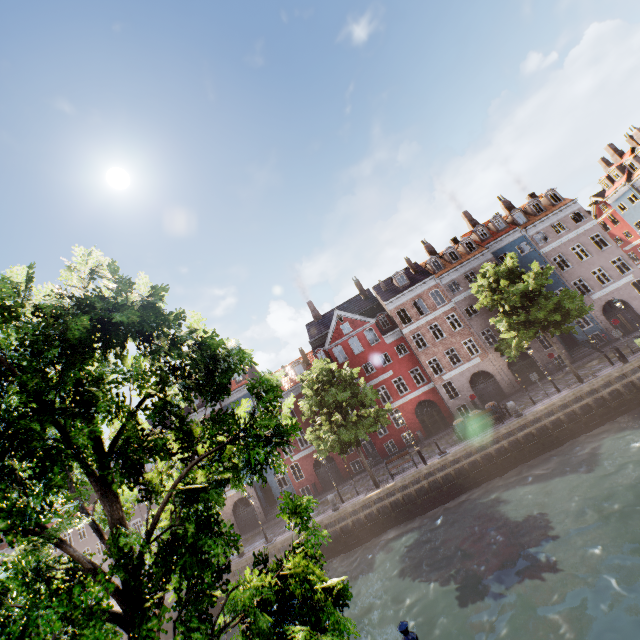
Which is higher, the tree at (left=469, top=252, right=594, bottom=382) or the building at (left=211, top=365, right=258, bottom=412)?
the building at (left=211, top=365, right=258, bottom=412)

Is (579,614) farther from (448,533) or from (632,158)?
(632,158)

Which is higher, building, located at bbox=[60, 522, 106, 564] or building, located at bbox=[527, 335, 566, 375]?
building, located at bbox=[60, 522, 106, 564]

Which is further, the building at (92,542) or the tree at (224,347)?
the building at (92,542)

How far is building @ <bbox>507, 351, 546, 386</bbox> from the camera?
30.5m

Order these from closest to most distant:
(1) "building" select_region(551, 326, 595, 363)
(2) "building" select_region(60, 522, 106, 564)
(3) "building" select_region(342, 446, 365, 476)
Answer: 1. (1) "building" select_region(551, 326, 595, 363)
2. (3) "building" select_region(342, 446, 365, 476)
3. (2) "building" select_region(60, 522, 106, 564)

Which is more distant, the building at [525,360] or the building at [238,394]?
the building at [238,394]
